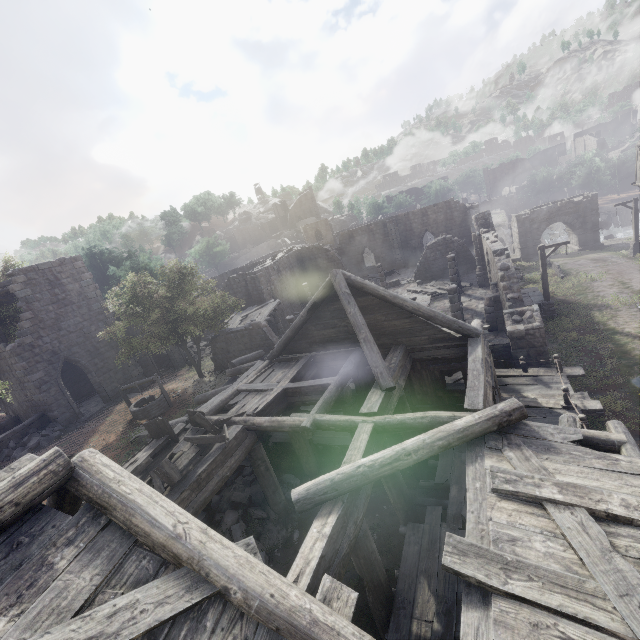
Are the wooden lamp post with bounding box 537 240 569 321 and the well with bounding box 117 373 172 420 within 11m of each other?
no

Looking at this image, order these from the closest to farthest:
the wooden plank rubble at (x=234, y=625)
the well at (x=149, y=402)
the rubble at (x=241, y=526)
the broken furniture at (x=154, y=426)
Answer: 1. the wooden plank rubble at (x=234, y=625)
2. the broken furniture at (x=154, y=426)
3. the rubble at (x=241, y=526)
4. the well at (x=149, y=402)

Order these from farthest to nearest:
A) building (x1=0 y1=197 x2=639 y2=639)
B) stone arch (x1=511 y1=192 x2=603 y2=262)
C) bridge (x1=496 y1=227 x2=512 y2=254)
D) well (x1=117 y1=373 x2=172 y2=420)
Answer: bridge (x1=496 y1=227 x2=512 y2=254), stone arch (x1=511 y1=192 x2=603 y2=262), well (x1=117 y1=373 x2=172 y2=420), building (x1=0 y1=197 x2=639 y2=639)

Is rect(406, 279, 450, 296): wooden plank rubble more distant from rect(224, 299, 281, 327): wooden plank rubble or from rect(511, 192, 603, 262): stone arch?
rect(224, 299, 281, 327): wooden plank rubble

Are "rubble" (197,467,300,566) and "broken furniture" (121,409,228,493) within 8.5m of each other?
yes

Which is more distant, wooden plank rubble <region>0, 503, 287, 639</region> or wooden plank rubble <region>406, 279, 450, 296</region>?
wooden plank rubble <region>406, 279, 450, 296</region>

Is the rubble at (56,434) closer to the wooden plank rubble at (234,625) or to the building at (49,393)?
the building at (49,393)

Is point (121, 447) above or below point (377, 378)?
below
